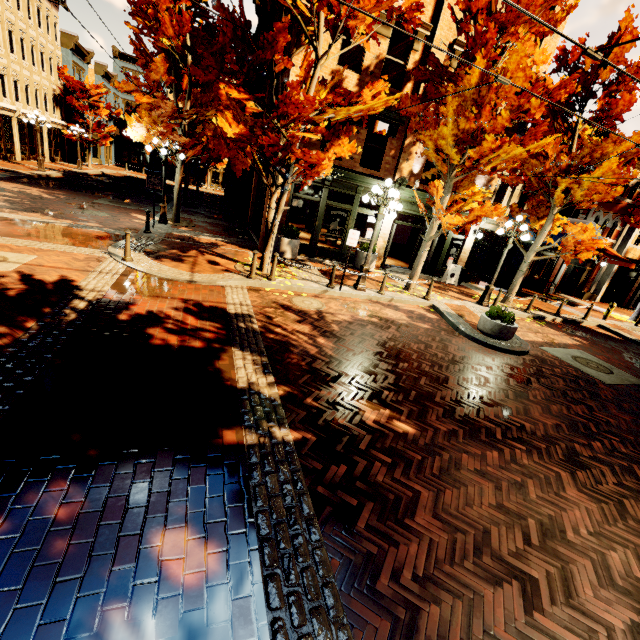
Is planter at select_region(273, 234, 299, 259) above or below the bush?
below

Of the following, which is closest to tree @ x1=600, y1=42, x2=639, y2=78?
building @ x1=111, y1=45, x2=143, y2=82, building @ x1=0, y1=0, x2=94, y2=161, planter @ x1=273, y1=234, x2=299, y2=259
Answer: building @ x1=0, y1=0, x2=94, y2=161

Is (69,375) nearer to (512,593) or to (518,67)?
(512,593)

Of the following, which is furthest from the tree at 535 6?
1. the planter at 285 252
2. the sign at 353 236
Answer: the planter at 285 252

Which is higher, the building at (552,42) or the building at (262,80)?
the building at (552,42)

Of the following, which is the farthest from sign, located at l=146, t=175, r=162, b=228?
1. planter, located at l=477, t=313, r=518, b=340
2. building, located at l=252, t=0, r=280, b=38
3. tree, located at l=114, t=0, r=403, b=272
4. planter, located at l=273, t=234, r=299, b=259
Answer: planter, located at l=477, t=313, r=518, b=340

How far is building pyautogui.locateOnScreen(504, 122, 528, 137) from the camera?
14.5m

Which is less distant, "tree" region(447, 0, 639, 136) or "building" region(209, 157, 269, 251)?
"tree" region(447, 0, 639, 136)
